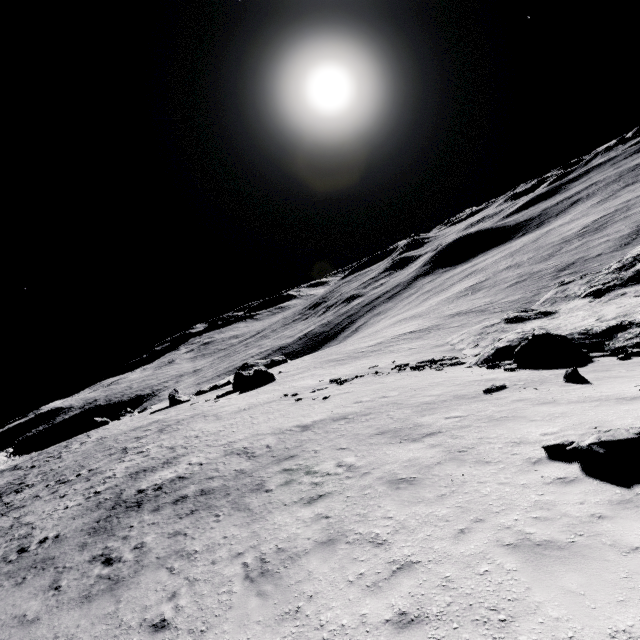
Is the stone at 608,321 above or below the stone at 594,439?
below

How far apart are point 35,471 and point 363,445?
41.7m

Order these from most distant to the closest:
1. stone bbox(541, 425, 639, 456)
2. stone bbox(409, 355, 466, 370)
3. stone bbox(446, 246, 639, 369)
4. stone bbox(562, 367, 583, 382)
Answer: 1. stone bbox(409, 355, 466, 370)
2. stone bbox(446, 246, 639, 369)
3. stone bbox(562, 367, 583, 382)
4. stone bbox(541, 425, 639, 456)

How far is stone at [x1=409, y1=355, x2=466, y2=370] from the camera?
25.9m

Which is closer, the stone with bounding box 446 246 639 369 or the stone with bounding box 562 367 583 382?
the stone with bounding box 562 367 583 382

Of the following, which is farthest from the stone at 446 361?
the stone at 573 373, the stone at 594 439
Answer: the stone at 594 439

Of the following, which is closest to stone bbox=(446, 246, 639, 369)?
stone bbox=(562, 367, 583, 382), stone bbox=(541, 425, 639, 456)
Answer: stone bbox=(562, 367, 583, 382)

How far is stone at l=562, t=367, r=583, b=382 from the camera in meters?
12.2 m
